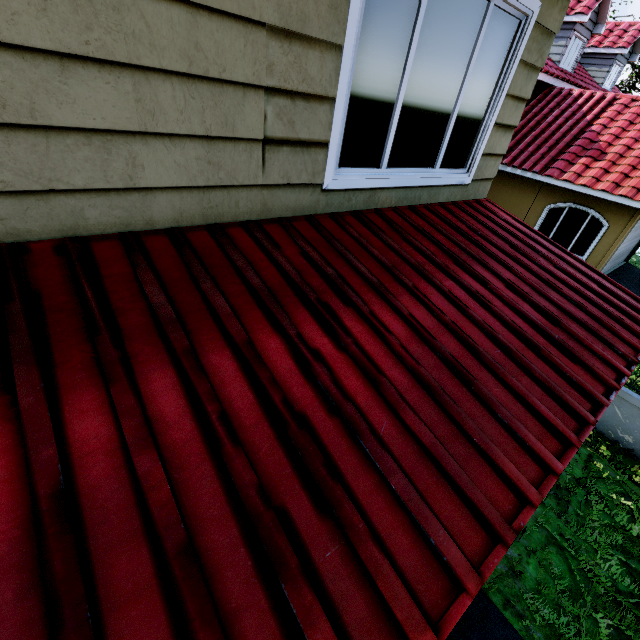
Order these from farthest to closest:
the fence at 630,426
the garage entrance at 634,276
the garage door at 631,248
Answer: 1. the garage entrance at 634,276
2. the garage door at 631,248
3. the fence at 630,426

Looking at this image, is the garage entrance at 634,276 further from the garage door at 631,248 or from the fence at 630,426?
the fence at 630,426

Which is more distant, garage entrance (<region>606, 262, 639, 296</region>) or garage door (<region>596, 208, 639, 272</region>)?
garage entrance (<region>606, 262, 639, 296</region>)

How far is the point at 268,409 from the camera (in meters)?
1.24

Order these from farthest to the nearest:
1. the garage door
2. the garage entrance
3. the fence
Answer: the garage entrance < the garage door < the fence

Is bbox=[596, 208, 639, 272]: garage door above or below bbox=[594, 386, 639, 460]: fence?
above

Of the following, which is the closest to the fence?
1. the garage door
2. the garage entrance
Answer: the garage entrance
